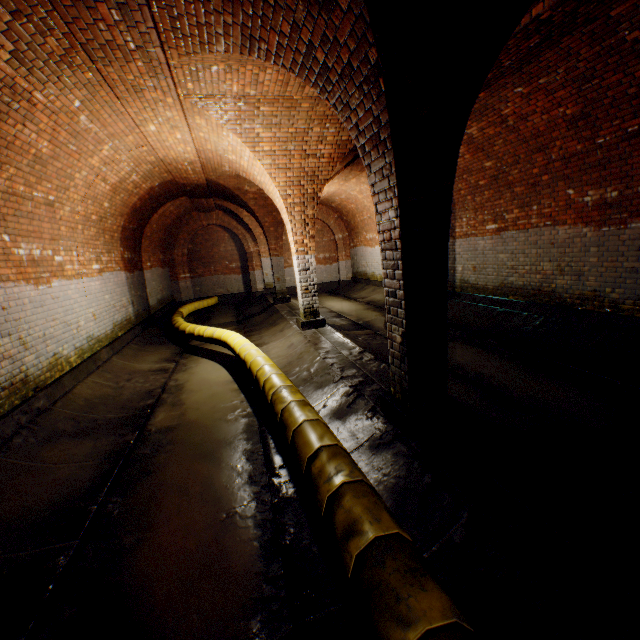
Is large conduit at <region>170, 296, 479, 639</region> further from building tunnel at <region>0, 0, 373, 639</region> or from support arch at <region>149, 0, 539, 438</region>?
support arch at <region>149, 0, 539, 438</region>

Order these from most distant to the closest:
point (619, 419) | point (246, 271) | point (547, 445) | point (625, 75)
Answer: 1. point (246, 271)
2. point (625, 75)
3. point (619, 419)
4. point (547, 445)

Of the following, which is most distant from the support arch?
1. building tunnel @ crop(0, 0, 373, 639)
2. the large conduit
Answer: the large conduit

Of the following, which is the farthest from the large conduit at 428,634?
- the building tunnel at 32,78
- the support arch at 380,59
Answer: the support arch at 380,59

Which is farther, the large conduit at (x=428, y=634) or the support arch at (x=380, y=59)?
the support arch at (x=380, y=59)

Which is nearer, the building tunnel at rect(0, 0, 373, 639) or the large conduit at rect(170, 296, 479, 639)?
the large conduit at rect(170, 296, 479, 639)
